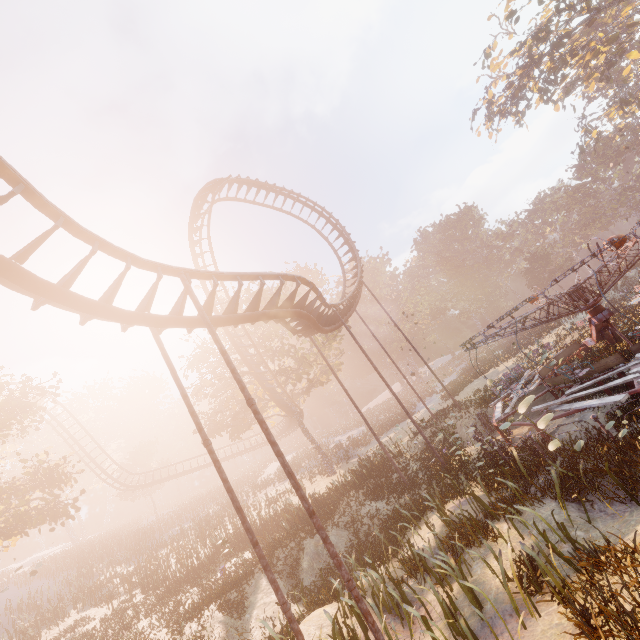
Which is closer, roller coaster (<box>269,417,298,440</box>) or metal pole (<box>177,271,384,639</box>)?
metal pole (<box>177,271,384,639</box>)

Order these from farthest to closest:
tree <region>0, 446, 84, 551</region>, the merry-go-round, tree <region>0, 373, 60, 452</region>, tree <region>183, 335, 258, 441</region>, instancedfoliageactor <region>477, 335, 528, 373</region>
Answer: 1. instancedfoliageactor <region>477, 335, 528, 373</region>
2. tree <region>183, 335, 258, 441</region>
3. tree <region>0, 373, 60, 452</region>
4. tree <region>0, 446, 84, 551</region>
5. the merry-go-round

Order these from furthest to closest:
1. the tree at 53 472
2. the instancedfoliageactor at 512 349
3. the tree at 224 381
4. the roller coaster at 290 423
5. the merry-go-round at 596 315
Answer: the roller coaster at 290 423
the instancedfoliageactor at 512 349
the tree at 224 381
the tree at 53 472
the merry-go-round at 596 315

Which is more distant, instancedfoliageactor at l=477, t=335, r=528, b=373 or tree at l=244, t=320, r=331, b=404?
instancedfoliageactor at l=477, t=335, r=528, b=373

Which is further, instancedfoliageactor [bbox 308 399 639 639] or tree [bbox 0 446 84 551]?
tree [bbox 0 446 84 551]

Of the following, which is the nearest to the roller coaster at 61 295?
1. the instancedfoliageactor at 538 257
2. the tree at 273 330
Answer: the tree at 273 330

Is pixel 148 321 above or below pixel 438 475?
above
